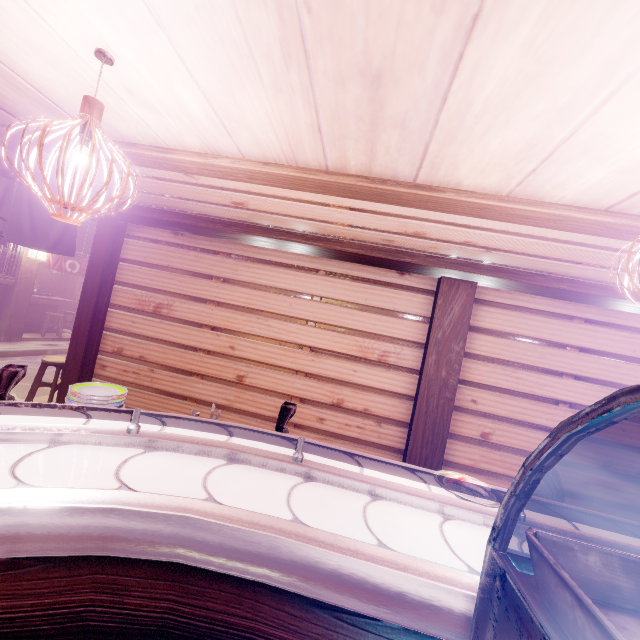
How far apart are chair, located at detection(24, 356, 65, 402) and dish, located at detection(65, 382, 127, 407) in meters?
6.3

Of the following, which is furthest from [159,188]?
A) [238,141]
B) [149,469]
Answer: [149,469]

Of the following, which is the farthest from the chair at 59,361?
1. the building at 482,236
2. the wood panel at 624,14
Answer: the wood panel at 624,14

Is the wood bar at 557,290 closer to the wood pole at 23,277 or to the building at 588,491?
the building at 588,491

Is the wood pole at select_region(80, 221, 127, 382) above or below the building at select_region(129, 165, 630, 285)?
below

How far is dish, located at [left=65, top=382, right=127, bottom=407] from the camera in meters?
3.0

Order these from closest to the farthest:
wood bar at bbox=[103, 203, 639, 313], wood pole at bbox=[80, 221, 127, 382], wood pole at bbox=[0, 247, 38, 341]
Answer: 1. wood bar at bbox=[103, 203, 639, 313]
2. wood pole at bbox=[80, 221, 127, 382]
3. wood pole at bbox=[0, 247, 38, 341]

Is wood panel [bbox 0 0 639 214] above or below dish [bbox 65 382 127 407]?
above
